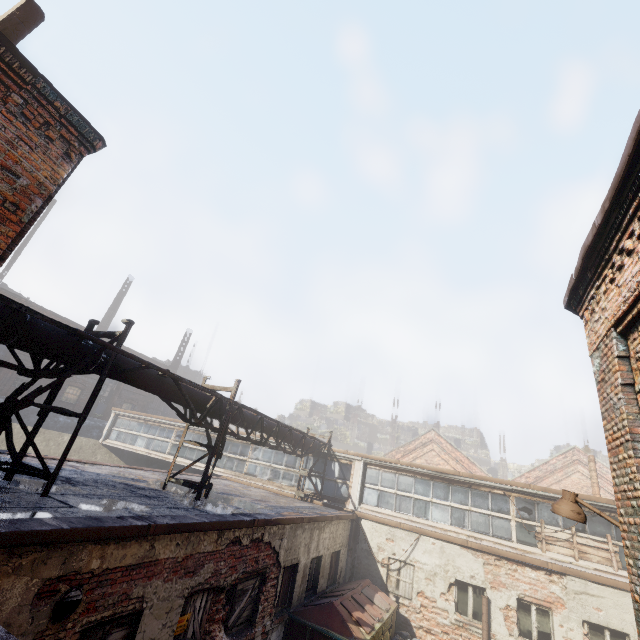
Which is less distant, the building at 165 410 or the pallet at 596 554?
the pallet at 596 554

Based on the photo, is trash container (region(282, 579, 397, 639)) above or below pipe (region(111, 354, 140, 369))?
below

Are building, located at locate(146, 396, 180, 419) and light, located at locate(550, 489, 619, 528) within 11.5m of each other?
no

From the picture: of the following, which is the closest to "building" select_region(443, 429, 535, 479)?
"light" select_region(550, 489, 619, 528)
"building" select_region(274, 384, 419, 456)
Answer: "building" select_region(274, 384, 419, 456)

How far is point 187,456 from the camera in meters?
19.4

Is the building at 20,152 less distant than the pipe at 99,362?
Yes

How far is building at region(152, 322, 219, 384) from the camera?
34.41m

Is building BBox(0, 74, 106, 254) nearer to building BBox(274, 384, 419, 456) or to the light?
the light
